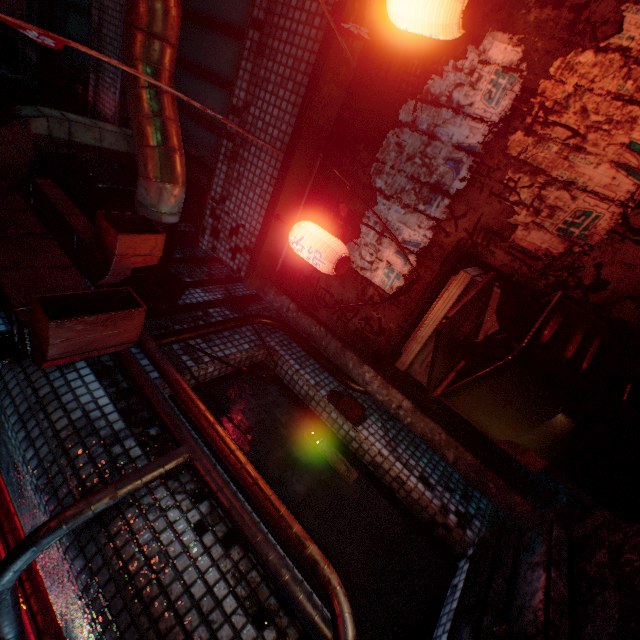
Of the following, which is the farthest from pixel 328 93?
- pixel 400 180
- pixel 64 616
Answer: pixel 64 616

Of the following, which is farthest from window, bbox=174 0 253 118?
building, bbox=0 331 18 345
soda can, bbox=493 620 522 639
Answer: soda can, bbox=493 620 522 639

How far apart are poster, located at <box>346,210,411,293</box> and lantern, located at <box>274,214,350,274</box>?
0.2 meters

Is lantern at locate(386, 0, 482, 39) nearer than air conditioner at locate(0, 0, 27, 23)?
Yes

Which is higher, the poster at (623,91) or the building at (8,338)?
the building at (8,338)

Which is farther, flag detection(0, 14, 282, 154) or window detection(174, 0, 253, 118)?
window detection(174, 0, 253, 118)

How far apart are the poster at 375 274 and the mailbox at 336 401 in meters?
0.9

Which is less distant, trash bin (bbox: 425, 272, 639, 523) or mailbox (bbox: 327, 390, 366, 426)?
trash bin (bbox: 425, 272, 639, 523)
